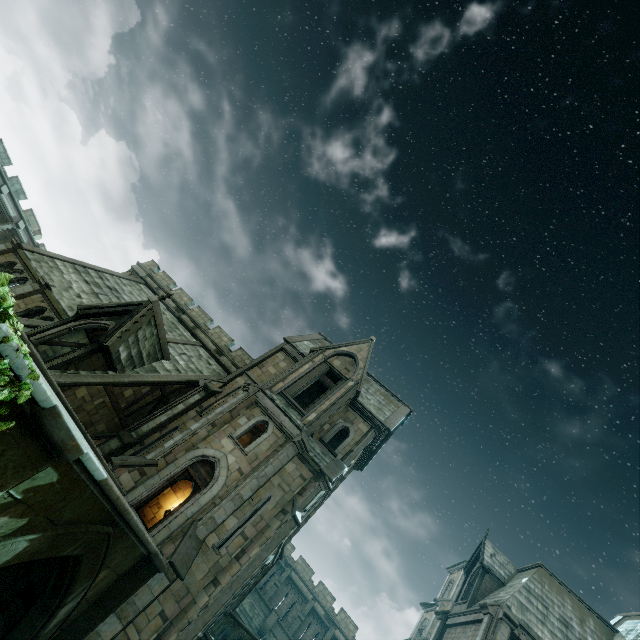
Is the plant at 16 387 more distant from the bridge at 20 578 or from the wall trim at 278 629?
the wall trim at 278 629

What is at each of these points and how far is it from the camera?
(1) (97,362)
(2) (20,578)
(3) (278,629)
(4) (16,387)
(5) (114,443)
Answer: (1) building, 15.31m
(2) bridge, 9.20m
(3) wall trim, 27.91m
(4) plant, 4.02m
(5) stone column, 16.38m

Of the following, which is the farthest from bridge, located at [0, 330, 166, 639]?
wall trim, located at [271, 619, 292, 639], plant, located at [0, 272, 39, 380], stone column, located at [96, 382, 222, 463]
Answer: wall trim, located at [271, 619, 292, 639]

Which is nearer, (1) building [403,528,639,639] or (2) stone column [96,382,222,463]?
(2) stone column [96,382,222,463]

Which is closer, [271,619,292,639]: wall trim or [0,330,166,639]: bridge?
[0,330,166,639]: bridge

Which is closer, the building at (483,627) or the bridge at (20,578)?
the bridge at (20,578)

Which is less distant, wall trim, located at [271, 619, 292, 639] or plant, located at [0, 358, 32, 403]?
plant, located at [0, 358, 32, 403]
